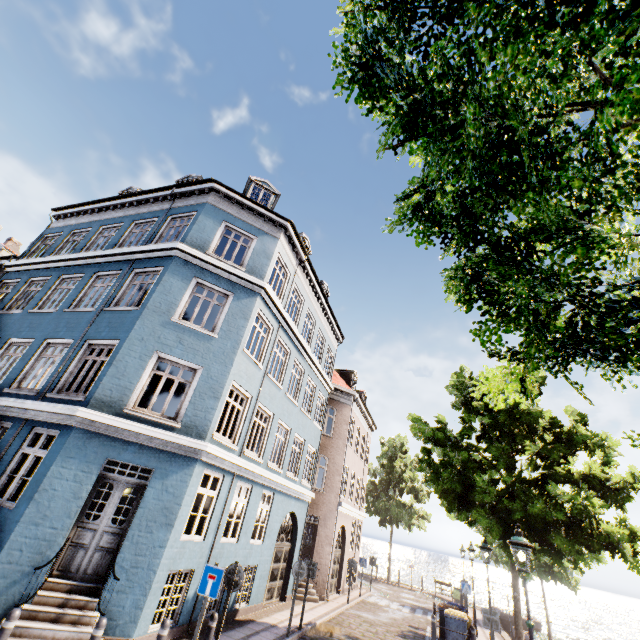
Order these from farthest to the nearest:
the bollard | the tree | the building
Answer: the building, the bollard, the tree

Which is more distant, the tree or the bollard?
the bollard

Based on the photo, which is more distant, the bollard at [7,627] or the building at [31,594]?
the building at [31,594]

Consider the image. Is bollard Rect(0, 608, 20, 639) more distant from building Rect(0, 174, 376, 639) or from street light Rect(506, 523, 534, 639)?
street light Rect(506, 523, 534, 639)

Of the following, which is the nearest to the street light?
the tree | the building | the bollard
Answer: the tree

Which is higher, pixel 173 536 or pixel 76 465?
pixel 76 465

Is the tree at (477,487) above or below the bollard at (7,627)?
above
